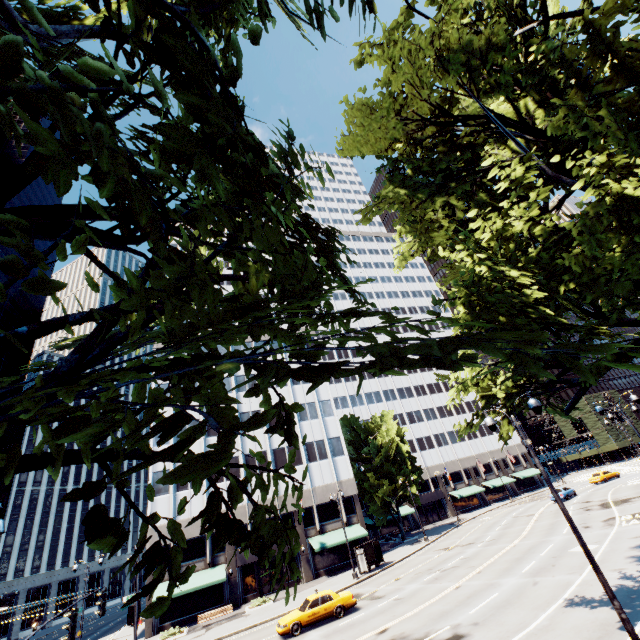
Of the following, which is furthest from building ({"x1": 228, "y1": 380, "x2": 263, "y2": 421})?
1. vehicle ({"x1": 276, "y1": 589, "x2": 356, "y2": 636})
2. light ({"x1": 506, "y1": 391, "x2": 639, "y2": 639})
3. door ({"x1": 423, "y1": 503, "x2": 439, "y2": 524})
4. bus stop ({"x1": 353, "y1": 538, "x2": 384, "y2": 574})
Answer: light ({"x1": 506, "y1": 391, "x2": 639, "y2": 639})

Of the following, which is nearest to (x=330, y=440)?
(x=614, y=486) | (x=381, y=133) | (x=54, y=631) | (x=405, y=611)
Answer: (x=405, y=611)

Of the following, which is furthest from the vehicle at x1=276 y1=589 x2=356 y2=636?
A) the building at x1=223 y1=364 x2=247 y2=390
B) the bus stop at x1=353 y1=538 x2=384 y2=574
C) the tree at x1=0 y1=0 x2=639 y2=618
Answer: the tree at x1=0 y1=0 x2=639 y2=618

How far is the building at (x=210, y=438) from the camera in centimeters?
3984cm

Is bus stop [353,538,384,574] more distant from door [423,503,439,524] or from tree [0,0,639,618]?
door [423,503,439,524]

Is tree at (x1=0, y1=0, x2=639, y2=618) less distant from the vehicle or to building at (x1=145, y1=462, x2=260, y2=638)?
A: building at (x1=145, y1=462, x2=260, y2=638)

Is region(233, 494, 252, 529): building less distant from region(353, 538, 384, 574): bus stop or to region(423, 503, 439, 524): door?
region(423, 503, 439, 524): door
